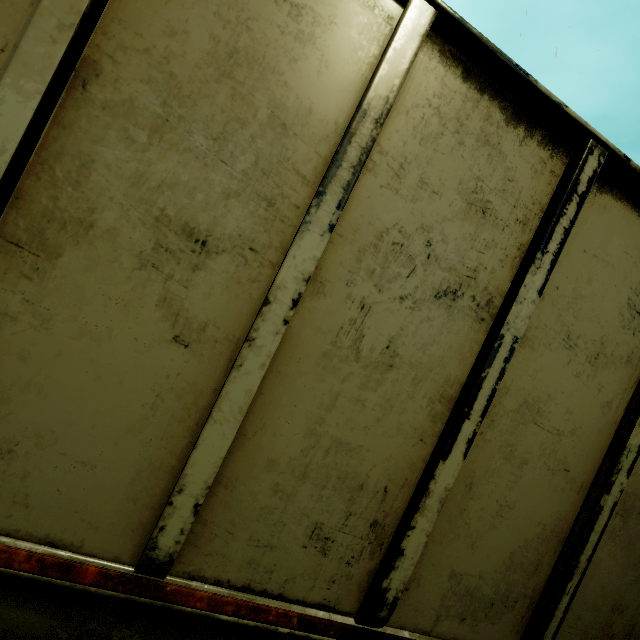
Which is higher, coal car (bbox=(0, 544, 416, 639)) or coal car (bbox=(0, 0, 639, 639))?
coal car (bbox=(0, 0, 639, 639))

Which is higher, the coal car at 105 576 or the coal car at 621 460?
the coal car at 621 460

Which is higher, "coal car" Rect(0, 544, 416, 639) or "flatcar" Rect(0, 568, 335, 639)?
"coal car" Rect(0, 544, 416, 639)

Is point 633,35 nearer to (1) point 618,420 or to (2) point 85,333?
(1) point 618,420

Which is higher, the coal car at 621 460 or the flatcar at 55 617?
the coal car at 621 460
